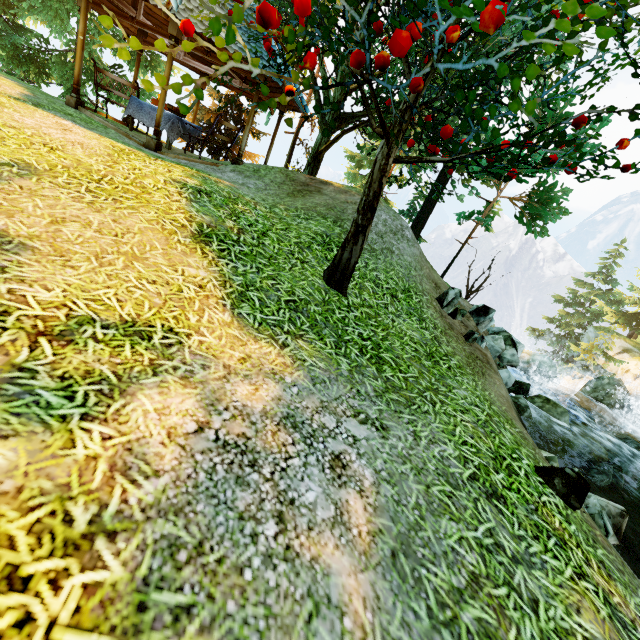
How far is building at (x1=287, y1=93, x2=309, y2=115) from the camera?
9.9 meters

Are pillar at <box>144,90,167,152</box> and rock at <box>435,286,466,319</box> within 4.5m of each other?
no

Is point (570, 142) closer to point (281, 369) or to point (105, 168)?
point (281, 369)

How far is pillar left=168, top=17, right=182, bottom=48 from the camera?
7.1 meters

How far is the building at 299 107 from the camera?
9.9 meters

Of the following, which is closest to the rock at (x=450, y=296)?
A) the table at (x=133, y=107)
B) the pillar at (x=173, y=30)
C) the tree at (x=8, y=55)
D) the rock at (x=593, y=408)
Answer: the tree at (x=8, y=55)

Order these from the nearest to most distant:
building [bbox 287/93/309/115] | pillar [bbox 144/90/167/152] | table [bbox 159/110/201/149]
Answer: pillar [bbox 144/90/167/152]
table [bbox 159/110/201/149]
building [bbox 287/93/309/115]

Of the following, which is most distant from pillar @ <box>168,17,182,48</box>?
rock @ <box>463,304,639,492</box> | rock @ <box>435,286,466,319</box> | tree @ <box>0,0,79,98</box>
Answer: rock @ <box>463,304,639,492</box>
